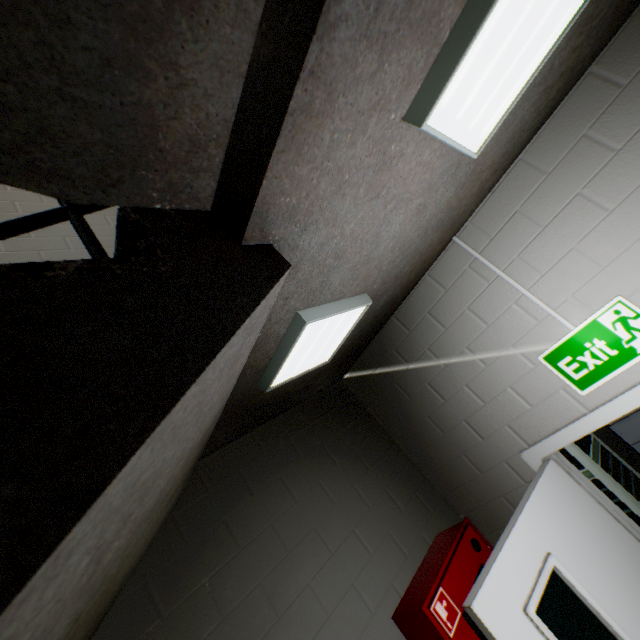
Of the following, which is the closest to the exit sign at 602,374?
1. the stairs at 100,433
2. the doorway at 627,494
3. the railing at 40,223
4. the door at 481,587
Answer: the door at 481,587

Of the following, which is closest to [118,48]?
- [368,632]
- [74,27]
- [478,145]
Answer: [74,27]

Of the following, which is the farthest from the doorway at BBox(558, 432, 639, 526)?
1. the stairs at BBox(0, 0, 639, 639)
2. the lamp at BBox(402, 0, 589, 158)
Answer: the lamp at BBox(402, 0, 589, 158)

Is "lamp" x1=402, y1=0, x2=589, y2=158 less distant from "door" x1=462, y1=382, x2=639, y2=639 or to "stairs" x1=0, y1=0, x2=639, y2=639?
"stairs" x1=0, y1=0, x2=639, y2=639

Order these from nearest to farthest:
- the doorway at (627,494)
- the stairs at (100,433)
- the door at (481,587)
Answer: the stairs at (100,433)
the door at (481,587)
the doorway at (627,494)

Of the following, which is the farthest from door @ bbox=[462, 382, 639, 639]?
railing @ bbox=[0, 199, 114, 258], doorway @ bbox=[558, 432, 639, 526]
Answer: railing @ bbox=[0, 199, 114, 258]

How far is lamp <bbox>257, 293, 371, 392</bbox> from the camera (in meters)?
1.35

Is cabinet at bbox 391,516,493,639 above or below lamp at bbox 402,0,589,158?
below
